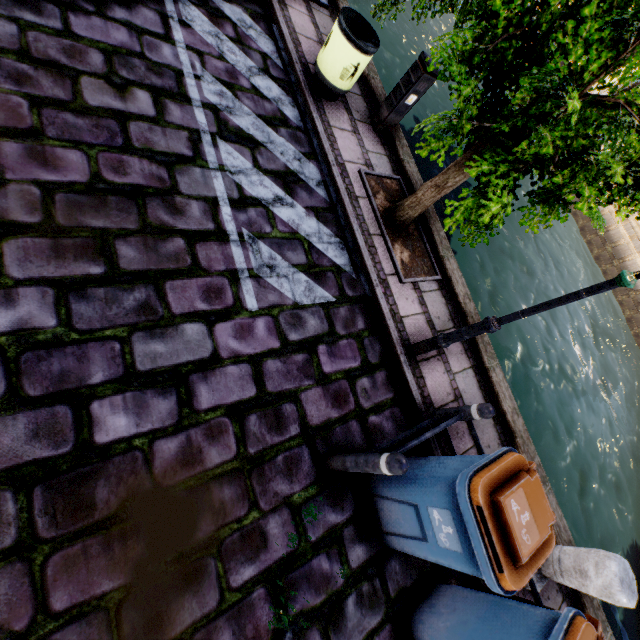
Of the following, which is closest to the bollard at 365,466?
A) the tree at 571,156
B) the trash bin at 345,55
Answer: the tree at 571,156

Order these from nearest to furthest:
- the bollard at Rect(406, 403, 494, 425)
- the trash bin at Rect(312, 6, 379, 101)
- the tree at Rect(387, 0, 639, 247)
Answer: the tree at Rect(387, 0, 639, 247) < the bollard at Rect(406, 403, 494, 425) < the trash bin at Rect(312, 6, 379, 101)

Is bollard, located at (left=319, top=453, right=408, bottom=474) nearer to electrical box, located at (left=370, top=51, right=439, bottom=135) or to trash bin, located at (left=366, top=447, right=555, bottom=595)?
trash bin, located at (left=366, top=447, right=555, bottom=595)

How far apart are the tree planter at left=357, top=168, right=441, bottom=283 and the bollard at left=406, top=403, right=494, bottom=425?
1.84m

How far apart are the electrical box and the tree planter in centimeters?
98cm

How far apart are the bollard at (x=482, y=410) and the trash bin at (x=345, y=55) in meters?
5.0

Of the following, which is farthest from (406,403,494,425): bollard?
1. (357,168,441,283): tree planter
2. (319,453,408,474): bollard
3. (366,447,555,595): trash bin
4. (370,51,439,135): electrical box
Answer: (370,51,439,135): electrical box

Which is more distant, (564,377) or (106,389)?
(564,377)
